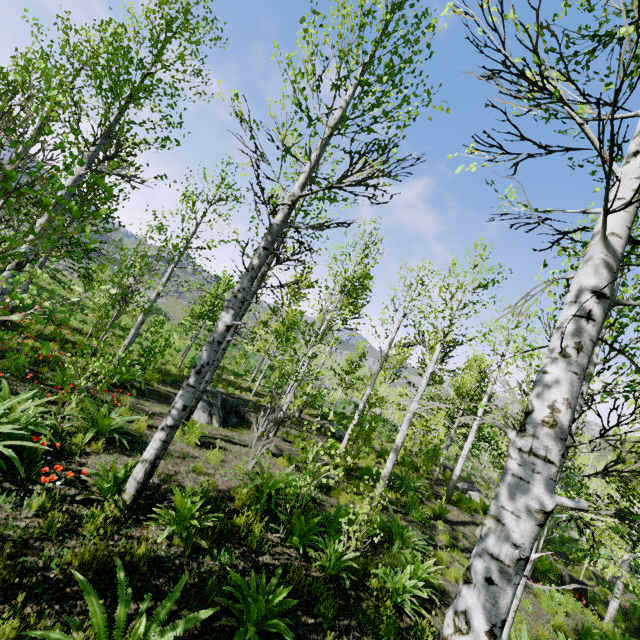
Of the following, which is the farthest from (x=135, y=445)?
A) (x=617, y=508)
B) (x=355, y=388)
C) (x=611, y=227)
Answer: (x=355, y=388)

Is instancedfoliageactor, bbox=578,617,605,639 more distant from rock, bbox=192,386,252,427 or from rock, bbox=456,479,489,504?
rock, bbox=192,386,252,427

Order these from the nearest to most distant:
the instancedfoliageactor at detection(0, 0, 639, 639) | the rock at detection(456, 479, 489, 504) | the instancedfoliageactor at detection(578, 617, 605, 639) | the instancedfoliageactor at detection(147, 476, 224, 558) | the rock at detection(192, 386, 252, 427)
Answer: the instancedfoliageactor at detection(0, 0, 639, 639) < the instancedfoliageactor at detection(147, 476, 224, 558) < the instancedfoliageactor at detection(578, 617, 605, 639) < the rock at detection(192, 386, 252, 427) < the rock at detection(456, 479, 489, 504)

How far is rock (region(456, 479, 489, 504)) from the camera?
18.0 meters

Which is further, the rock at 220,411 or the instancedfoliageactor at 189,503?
the rock at 220,411

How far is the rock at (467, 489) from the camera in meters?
18.0 m
